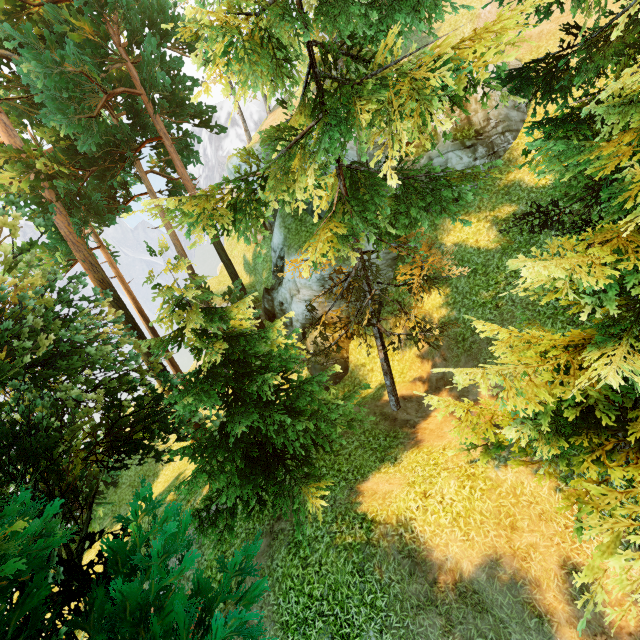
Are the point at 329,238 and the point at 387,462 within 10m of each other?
yes
